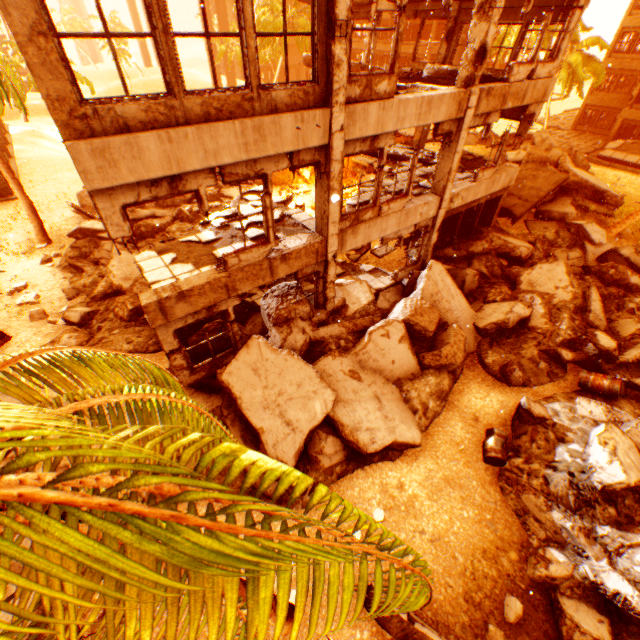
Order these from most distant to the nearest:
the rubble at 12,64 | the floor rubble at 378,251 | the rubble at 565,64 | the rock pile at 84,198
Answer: the rubble at 565,64 < the rock pile at 84,198 < the floor rubble at 378,251 < the rubble at 12,64

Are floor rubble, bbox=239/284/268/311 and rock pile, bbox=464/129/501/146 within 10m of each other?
no

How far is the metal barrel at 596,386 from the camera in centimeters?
883cm

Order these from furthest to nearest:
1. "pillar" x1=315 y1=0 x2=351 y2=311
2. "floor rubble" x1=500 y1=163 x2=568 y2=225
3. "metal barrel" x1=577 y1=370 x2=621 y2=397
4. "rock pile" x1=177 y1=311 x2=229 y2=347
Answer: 1. "floor rubble" x1=500 y1=163 x2=568 y2=225
2. "rock pile" x1=177 y1=311 x2=229 y2=347
3. "metal barrel" x1=577 y1=370 x2=621 y2=397
4. "pillar" x1=315 y1=0 x2=351 y2=311

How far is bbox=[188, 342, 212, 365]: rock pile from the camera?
9.61m

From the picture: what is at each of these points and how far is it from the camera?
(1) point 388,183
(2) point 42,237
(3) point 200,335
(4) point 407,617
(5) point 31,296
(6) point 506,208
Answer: (1) floor rubble, 12.0m
(2) rubble, 16.4m
(3) rock pile, 9.4m
(4) floor rubble, 5.7m
(5) rubble, 12.4m
(6) floor rubble, 15.9m

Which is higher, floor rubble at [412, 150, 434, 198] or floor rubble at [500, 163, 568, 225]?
floor rubble at [412, 150, 434, 198]

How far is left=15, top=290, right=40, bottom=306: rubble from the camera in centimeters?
1220cm
